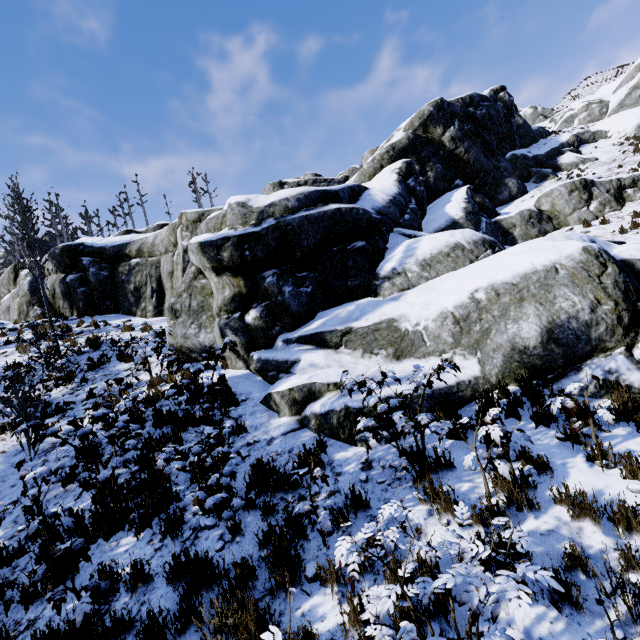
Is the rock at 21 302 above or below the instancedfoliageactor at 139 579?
above

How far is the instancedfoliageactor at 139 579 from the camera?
3.7m

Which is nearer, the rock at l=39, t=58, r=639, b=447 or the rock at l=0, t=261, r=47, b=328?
the rock at l=39, t=58, r=639, b=447

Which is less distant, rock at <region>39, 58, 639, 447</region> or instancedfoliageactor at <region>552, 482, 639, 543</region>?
instancedfoliageactor at <region>552, 482, 639, 543</region>

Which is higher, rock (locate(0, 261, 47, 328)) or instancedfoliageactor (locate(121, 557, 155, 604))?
rock (locate(0, 261, 47, 328))

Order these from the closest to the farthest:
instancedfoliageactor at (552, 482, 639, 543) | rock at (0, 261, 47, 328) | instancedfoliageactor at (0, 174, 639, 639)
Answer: instancedfoliageactor at (0, 174, 639, 639) → instancedfoliageactor at (552, 482, 639, 543) → rock at (0, 261, 47, 328)

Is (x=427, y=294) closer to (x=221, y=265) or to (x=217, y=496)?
(x=221, y=265)

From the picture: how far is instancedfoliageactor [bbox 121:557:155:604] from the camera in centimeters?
367cm
